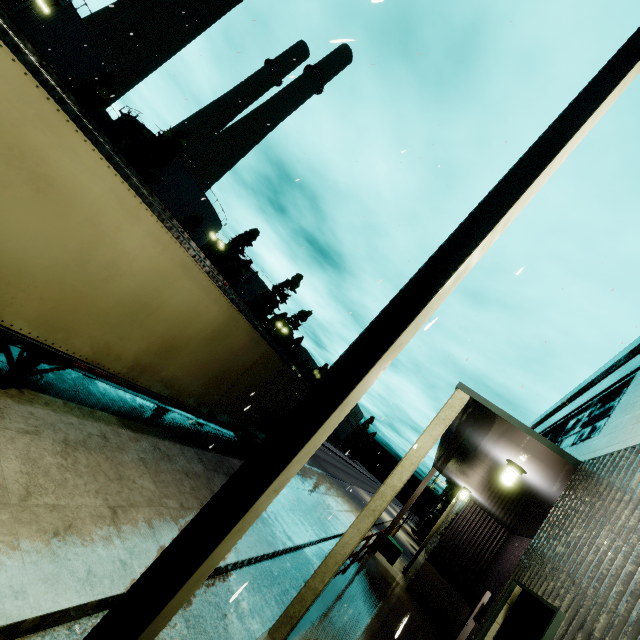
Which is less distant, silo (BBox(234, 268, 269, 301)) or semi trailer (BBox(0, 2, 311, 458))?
semi trailer (BBox(0, 2, 311, 458))

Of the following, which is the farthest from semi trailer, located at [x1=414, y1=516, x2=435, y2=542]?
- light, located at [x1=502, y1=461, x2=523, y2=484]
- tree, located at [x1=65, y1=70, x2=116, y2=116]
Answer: tree, located at [x1=65, y1=70, x2=116, y2=116]

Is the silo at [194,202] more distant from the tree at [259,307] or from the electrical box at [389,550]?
the electrical box at [389,550]

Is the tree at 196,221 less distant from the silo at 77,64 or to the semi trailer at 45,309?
the silo at 77,64

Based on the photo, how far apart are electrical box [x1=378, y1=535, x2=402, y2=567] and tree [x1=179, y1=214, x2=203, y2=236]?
34.70m

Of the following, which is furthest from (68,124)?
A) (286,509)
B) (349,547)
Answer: (286,509)

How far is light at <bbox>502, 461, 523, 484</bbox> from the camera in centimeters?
659cm

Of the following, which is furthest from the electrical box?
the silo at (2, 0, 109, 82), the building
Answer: the silo at (2, 0, 109, 82)
